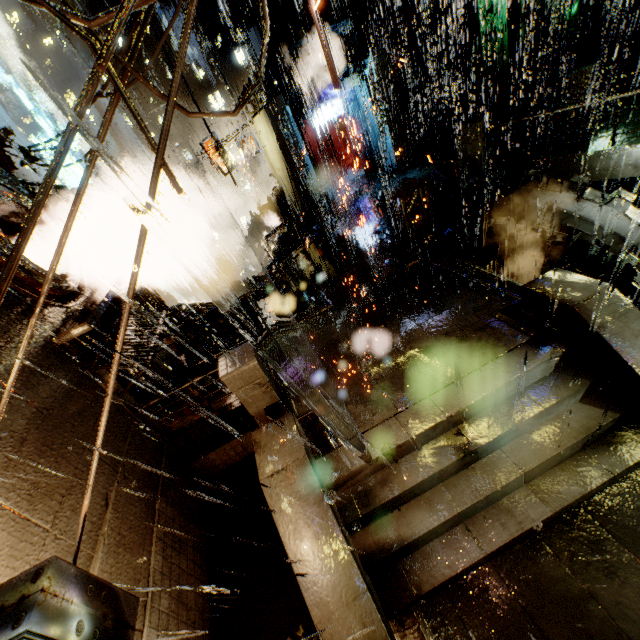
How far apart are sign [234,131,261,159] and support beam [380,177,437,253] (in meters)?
14.29

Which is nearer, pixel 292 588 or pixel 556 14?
pixel 292 588

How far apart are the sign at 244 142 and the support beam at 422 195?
14.3m

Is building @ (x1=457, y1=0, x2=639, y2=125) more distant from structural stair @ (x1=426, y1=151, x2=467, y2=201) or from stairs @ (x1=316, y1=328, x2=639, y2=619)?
stairs @ (x1=316, y1=328, x2=639, y2=619)

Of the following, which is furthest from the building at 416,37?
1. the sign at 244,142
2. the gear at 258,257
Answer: the gear at 258,257

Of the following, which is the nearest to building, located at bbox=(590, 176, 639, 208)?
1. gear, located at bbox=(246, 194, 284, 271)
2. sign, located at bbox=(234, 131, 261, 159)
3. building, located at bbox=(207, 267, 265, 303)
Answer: sign, located at bbox=(234, 131, 261, 159)

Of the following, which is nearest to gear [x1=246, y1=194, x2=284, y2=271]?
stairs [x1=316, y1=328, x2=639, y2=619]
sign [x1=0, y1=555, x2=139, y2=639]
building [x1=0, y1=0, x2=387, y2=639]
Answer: building [x1=0, y1=0, x2=387, y2=639]

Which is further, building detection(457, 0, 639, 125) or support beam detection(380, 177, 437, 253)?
building detection(457, 0, 639, 125)
